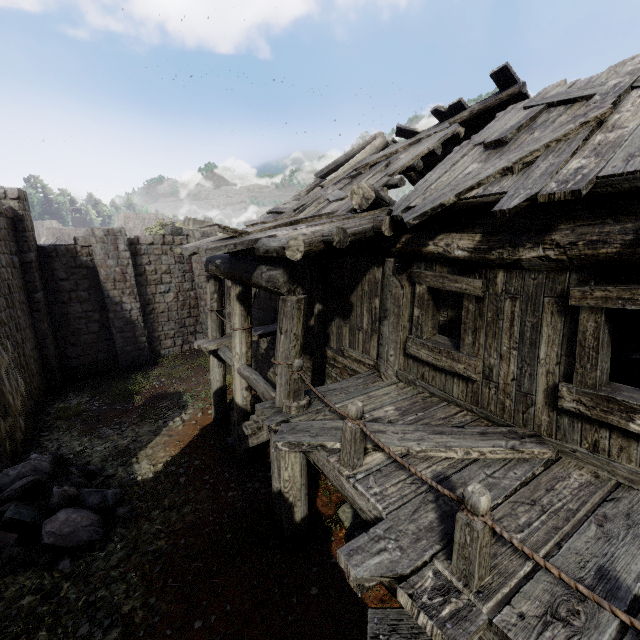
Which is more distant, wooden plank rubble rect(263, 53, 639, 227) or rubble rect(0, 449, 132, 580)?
rubble rect(0, 449, 132, 580)

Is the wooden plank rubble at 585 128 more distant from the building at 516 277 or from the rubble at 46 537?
the rubble at 46 537

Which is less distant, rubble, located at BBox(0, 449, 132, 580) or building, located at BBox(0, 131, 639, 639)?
building, located at BBox(0, 131, 639, 639)

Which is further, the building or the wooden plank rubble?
the wooden plank rubble

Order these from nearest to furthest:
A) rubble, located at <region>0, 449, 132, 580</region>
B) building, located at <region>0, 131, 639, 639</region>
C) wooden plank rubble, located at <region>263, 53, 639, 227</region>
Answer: building, located at <region>0, 131, 639, 639</region>
wooden plank rubble, located at <region>263, 53, 639, 227</region>
rubble, located at <region>0, 449, 132, 580</region>

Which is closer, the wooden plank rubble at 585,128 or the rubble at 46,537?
the wooden plank rubble at 585,128

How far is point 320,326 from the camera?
8.0m

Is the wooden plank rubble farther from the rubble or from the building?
the rubble
